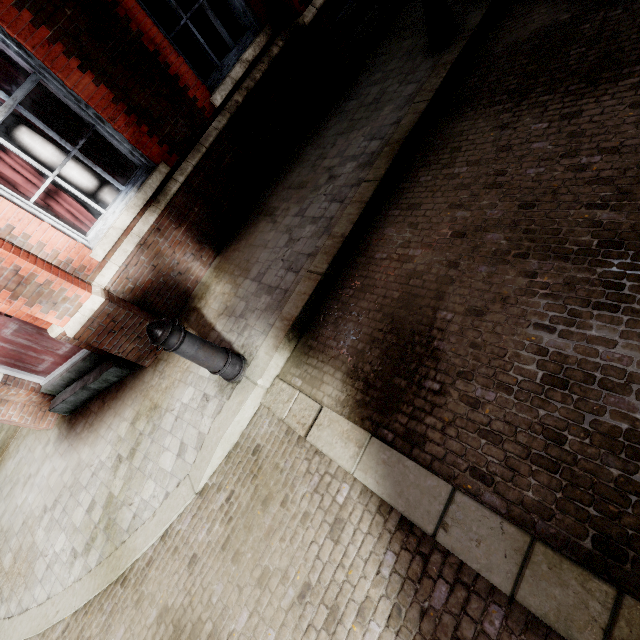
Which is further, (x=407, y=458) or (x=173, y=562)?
(x=173, y=562)

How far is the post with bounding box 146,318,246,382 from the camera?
2.58m

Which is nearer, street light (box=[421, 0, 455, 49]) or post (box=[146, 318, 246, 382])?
post (box=[146, 318, 246, 382])

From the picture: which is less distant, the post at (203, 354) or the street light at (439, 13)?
the post at (203, 354)

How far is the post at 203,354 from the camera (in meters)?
2.58
